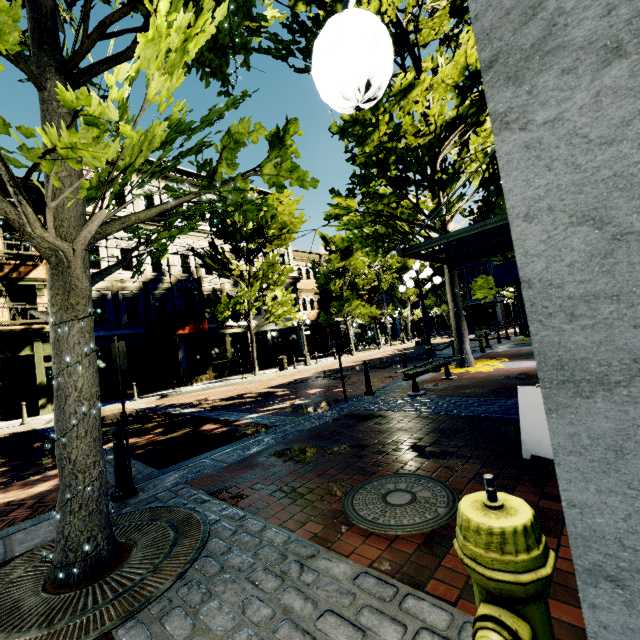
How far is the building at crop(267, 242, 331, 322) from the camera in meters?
27.0 m

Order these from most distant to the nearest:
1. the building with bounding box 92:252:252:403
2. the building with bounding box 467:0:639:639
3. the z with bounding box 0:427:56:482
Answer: the building with bounding box 92:252:252:403 → the z with bounding box 0:427:56:482 → the building with bounding box 467:0:639:639

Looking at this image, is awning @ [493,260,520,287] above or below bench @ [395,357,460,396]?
above

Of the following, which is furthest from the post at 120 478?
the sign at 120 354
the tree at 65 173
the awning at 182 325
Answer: the awning at 182 325

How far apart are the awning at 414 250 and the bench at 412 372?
2.4m

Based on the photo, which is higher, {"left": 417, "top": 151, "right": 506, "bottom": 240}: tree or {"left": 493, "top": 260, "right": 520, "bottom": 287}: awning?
{"left": 417, "top": 151, "right": 506, "bottom": 240}: tree

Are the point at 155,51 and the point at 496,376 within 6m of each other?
no

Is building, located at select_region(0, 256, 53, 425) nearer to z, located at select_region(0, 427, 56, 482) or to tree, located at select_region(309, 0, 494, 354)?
z, located at select_region(0, 427, 56, 482)
